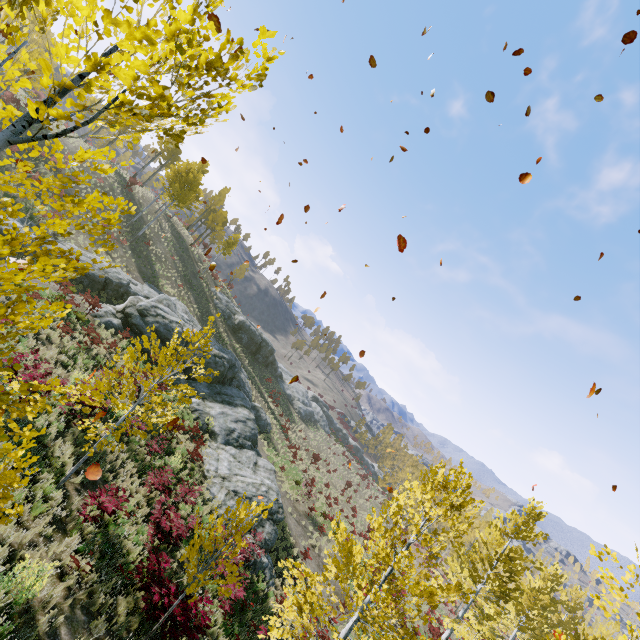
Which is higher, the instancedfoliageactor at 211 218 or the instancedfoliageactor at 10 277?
the instancedfoliageactor at 211 218

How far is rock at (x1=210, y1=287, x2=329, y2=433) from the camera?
43.2m

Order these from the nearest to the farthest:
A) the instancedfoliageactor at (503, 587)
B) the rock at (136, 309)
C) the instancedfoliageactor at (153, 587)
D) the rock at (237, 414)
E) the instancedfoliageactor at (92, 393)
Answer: the instancedfoliageactor at (92, 393), the instancedfoliageactor at (153, 587), the instancedfoliageactor at (503, 587), the rock at (237, 414), the rock at (136, 309)

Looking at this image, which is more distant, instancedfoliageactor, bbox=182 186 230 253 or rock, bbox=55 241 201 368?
instancedfoliageactor, bbox=182 186 230 253

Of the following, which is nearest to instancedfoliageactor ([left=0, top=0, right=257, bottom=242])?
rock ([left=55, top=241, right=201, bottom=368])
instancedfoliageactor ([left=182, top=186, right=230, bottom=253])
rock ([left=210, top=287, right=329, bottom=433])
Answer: rock ([left=55, top=241, right=201, bottom=368])

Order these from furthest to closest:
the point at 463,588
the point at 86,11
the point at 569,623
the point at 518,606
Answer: the point at 569,623
the point at 463,588
the point at 518,606
the point at 86,11

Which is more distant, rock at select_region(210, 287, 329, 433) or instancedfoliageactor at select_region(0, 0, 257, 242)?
rock at select_region(210, 287, 329, 433)

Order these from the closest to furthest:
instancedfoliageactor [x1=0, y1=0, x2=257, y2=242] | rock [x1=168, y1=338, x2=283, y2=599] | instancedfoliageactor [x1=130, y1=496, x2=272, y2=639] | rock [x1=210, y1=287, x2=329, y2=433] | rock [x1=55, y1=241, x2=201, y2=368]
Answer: instancedfoliageactor [x1=0, y1=0, x2=257, y2=242], instancedfoliageactor [x1=130, y1=496, x2=272, y2=639], rock [x1=168, y1=338, x2=283, y2=599], rock [x1=55, y1=241, x2=201, y2=368], rock [x1=210, y1=287, x2=329, y2=433]
